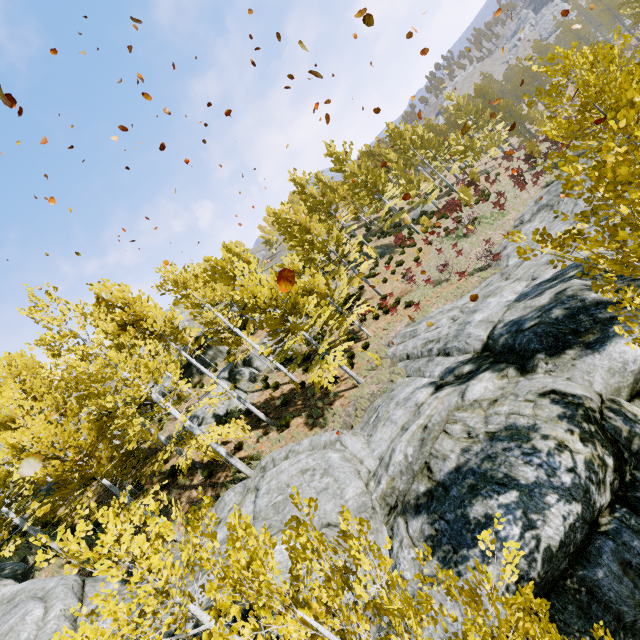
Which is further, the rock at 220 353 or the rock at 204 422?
the rock at 220 353

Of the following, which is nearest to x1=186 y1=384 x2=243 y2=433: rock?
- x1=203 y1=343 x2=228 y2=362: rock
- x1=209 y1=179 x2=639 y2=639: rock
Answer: x1=203 y1=343 x2=228 y2=362: rock

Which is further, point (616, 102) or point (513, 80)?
point (513, 80)

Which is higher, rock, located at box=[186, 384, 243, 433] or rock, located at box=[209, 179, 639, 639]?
rock, located at box=[186, 384, 243, 433]

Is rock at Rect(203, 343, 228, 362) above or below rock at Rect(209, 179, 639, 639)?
above

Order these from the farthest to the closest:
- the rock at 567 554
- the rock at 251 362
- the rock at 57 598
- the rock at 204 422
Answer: the rock at 251 362 < the rock at 204 422 < the rock at 57 598 < the rock at 567 554

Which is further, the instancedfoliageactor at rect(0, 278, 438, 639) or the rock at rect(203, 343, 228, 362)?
the rock at rect(203, 343, 228, 362)

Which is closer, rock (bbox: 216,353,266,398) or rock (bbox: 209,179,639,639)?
rock (bbox: 209,179,639,639)
